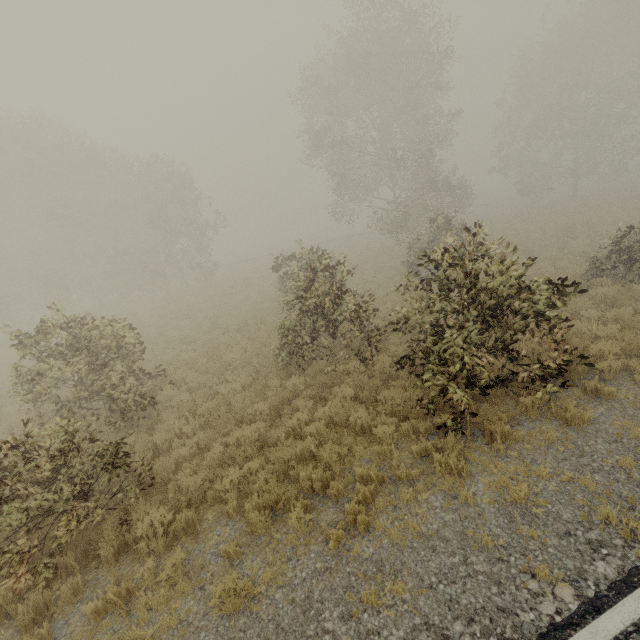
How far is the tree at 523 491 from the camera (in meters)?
4.67

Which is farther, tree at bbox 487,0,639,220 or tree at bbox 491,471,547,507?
tree at bbox 487,0,639,220

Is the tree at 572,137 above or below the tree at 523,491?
above

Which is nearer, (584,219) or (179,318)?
(179,318)

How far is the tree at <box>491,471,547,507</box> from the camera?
4.67m

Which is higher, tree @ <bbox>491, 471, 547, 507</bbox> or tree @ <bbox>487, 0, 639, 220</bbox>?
tree @ <bbox>487, 0, 639, 220</bbox>
